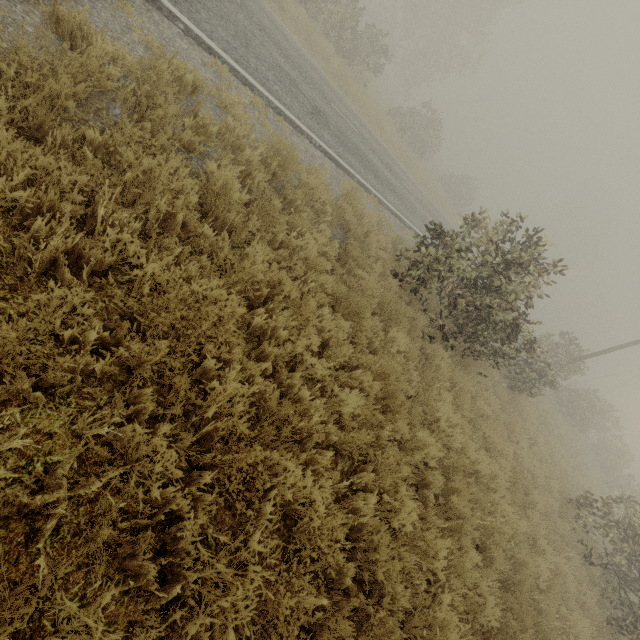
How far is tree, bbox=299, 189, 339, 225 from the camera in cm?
602

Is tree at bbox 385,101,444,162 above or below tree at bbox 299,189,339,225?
above

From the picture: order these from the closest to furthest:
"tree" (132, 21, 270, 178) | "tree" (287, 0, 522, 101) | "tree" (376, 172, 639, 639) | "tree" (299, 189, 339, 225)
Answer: "tree" (132, 21, 270, 178) → "tree" (299, 189, 339, 225) → "tree" (376, 172, 639, 639) → "tree" (287, 0, 522, 101)

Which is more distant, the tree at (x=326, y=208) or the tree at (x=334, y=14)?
the tree at (x=334, y=14)

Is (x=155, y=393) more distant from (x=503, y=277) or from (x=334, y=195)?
(x=503, y=277)
